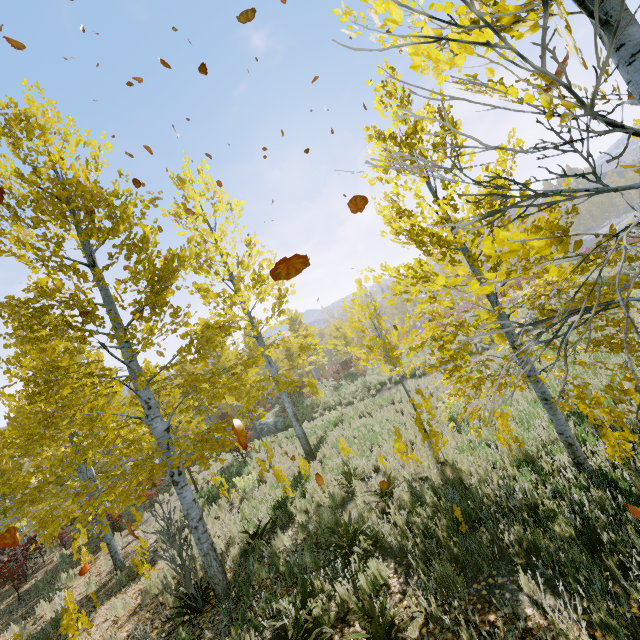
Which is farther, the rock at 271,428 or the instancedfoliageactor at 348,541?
the rock at 271,428

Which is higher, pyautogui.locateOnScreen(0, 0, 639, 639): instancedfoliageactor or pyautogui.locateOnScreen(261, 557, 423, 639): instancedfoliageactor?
pyautogui.locateOnScreen(0, 0, 639, 639): instancedfoliageactor

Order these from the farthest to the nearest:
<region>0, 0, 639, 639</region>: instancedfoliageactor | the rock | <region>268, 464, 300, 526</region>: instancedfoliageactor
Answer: the rock, <region>268, 464, 300, 526</region>: instancedfoliageactor, <region>0, 0, 639, 639</region>: instancedfoliageactor

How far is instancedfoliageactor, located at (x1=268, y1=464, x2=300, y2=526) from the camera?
7.7m

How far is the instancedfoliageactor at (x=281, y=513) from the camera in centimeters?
774cm

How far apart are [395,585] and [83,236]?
7.6 meters
